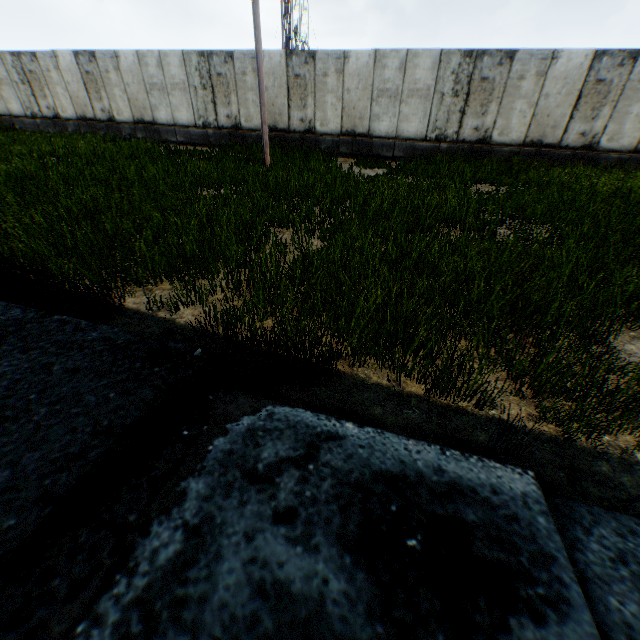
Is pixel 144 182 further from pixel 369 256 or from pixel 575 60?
pixel 575 60
